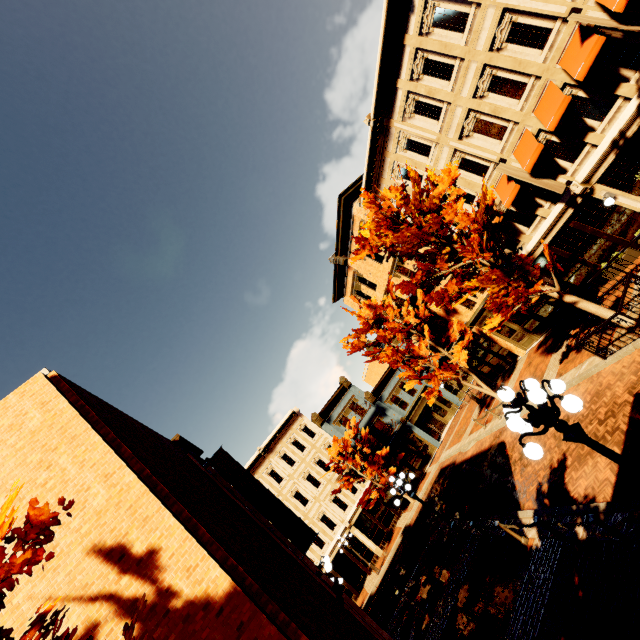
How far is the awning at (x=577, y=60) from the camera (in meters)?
10.07

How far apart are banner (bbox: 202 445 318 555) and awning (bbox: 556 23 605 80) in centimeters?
1813cm

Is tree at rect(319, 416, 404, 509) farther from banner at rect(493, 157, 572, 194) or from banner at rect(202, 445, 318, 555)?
banner at rect(493, 157, 572, 194)

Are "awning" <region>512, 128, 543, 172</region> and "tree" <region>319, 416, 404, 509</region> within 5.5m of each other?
no

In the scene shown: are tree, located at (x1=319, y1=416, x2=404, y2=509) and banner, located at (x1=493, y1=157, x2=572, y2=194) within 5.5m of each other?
no

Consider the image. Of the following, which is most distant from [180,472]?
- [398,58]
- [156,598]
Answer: [398,58]

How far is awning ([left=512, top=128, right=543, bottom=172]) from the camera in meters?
12.8 m

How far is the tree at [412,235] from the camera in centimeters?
1103cm
